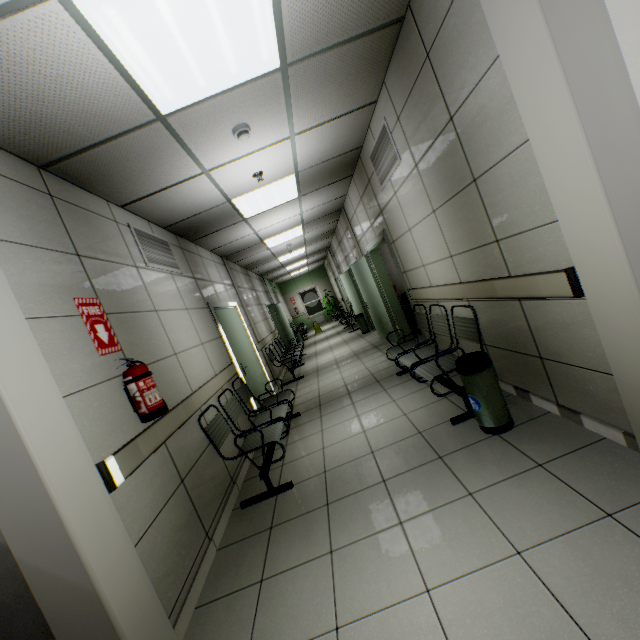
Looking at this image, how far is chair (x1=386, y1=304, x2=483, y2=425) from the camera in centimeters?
300cm

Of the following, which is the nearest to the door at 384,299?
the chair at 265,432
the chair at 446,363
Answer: the chair at 446,363

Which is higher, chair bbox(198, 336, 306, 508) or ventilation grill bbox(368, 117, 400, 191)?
ventilation grill bbox(368, 117, 400, 191)

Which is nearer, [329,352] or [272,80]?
[272,80]

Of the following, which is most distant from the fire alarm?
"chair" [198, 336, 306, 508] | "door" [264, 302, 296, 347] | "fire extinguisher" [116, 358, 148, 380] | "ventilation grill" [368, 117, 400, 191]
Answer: "door" [264, 302, 296, 347]

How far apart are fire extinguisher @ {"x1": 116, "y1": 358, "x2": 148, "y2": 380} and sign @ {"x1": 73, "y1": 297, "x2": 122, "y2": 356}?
0.1m

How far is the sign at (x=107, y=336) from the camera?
2.2m

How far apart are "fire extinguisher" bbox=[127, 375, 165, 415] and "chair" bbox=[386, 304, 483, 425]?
2.34m
